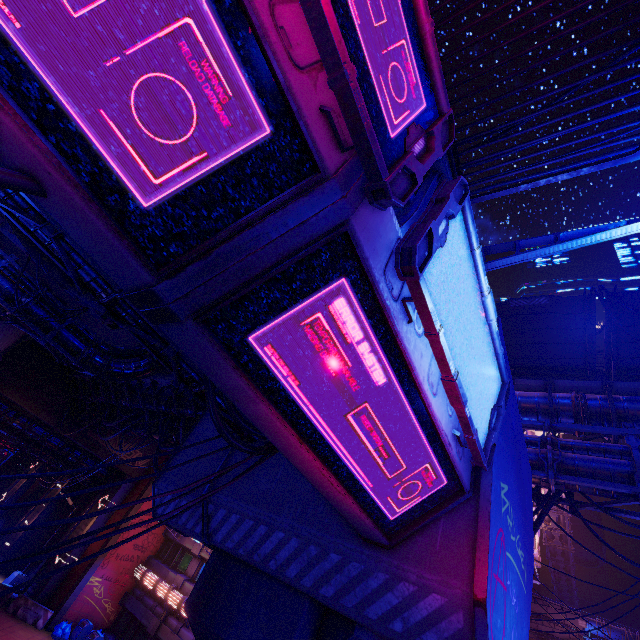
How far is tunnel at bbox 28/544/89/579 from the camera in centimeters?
2338cm

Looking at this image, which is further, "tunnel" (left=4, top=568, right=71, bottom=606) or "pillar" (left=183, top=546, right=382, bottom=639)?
"tunnel" (left=4, top=568, right=71, bottom=606)

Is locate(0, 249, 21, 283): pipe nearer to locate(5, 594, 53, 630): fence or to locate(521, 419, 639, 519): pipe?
locate(521, 419, 639, 519): pipe

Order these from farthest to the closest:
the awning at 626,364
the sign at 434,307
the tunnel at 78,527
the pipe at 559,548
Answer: the pipe at 559,548
the tunnel at 78,527
the awning at 626,364
the sign at 434,307

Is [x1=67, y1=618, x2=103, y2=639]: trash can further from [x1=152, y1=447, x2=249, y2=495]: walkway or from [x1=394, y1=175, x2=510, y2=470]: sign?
[x1=394, y1=175, x2=510, y2=470]: sign

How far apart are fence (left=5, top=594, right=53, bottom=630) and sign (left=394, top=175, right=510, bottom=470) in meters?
30.4

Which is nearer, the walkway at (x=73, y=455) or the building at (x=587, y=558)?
the walkway at (x=73, y=455)

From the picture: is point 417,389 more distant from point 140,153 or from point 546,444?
point 546,444
